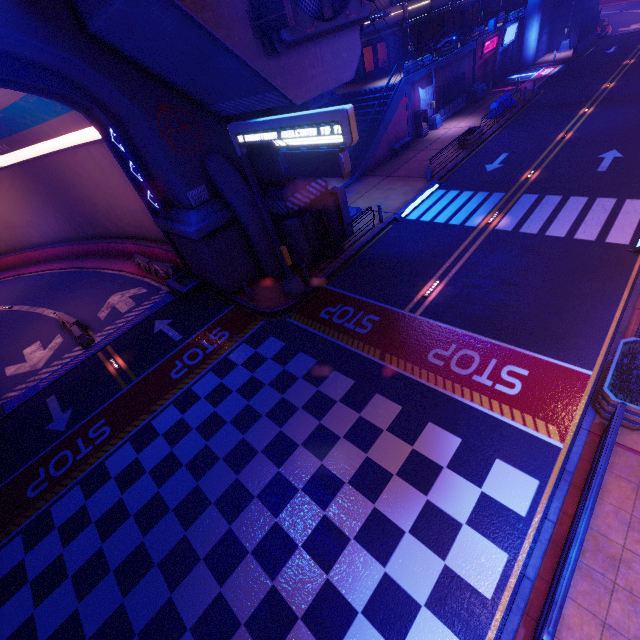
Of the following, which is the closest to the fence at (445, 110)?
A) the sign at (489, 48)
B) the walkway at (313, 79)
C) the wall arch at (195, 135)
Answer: the sign at (489, 48)

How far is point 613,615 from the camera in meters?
5.6

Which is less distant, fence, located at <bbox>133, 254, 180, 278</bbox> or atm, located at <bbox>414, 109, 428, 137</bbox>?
fence, located at <bbox>133, 254, 180, 278</bbox>

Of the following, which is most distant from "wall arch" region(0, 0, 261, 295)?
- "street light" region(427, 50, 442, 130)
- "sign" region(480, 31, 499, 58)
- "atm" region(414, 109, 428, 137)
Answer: "sign" region(480, 31, 499, 58)

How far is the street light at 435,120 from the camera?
26.4m

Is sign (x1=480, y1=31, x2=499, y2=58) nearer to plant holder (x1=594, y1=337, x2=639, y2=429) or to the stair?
the stair

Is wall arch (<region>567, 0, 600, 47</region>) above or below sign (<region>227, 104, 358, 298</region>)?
below

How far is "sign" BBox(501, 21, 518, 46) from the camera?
33.6 meters
